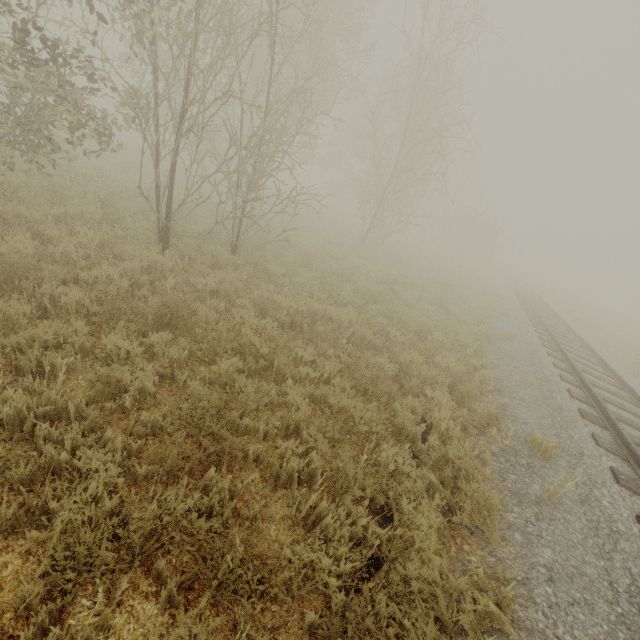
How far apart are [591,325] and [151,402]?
29.35m
